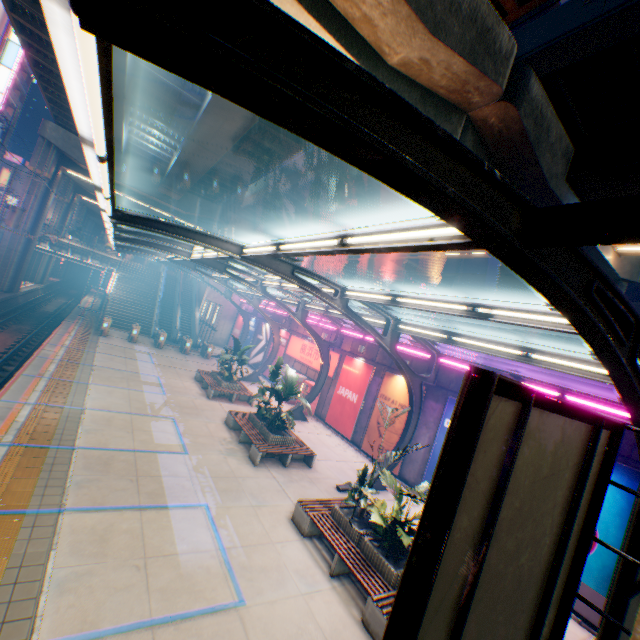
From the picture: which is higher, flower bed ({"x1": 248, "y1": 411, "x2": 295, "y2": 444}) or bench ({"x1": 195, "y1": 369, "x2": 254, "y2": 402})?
flower bed ({"x1": 248, "y1": 411, "x2": 295, "y2": 444})

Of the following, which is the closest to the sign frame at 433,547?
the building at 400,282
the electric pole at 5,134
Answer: the building at 400,282

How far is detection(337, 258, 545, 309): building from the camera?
33.47m

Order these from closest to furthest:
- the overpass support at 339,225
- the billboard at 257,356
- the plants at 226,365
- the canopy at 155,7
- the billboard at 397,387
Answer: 1. the canopy at 155,7
2. the billboard at 397,387
3. the overpass support at 339,225
4. the plants at 226,365
5. the billboard at 257,356

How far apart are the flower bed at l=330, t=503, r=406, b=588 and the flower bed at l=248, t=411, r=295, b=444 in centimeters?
561cm

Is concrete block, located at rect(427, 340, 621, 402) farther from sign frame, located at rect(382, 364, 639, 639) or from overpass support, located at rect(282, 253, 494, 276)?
sign frame, located at rect(382, 364, 639, 639)

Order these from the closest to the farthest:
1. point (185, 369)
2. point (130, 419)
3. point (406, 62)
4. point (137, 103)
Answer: point (406, 62) → point (130, 419) → point (137, 103) → point (185, 369)

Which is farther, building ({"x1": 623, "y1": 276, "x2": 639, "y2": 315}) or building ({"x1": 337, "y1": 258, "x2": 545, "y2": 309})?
building ({"x1": 337, "y1": 258, "x2": 545, "y2": 309})
